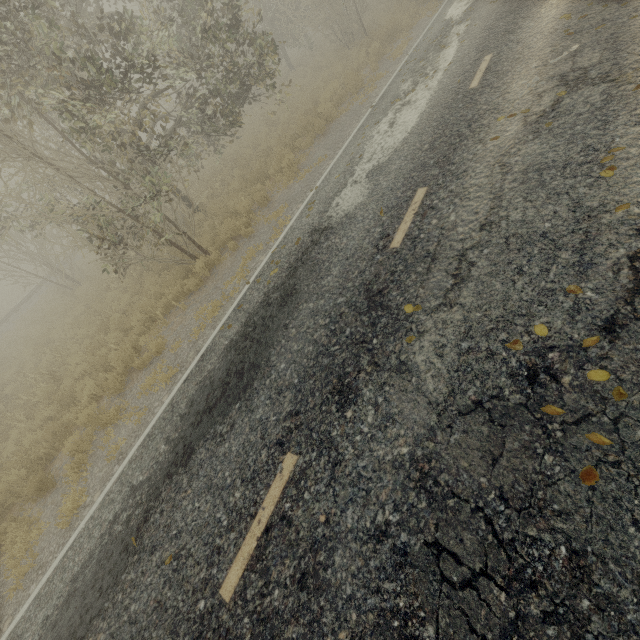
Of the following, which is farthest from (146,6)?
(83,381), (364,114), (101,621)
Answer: (101,621)

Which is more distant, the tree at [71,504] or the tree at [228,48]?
the tree at [228,48]

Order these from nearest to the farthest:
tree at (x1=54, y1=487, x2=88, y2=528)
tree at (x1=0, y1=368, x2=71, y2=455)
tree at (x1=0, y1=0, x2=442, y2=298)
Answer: tree at (x1=54, y1=487, x2=88, y2=528) → tree at (x1=0, y1=0, x2=442, y2=298) → tree at (x1=0, y1=368, x2=71, y2=455)

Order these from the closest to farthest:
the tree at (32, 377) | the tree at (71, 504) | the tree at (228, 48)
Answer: the tree at (71, 504), the tree at (228, 48), the tree at (32, 377)

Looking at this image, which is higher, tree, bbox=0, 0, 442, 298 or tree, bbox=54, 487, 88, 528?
tree, bbox=0, 0, 442, 298

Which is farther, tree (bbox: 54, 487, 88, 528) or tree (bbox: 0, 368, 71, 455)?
tree (bbox: 0, 368, 71, 455)

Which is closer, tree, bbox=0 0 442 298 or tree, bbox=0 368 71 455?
tree, bbox=0 0 442 298
